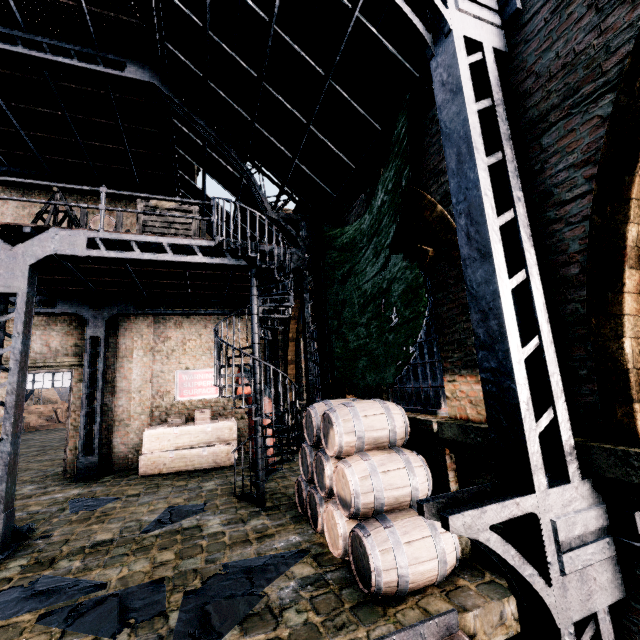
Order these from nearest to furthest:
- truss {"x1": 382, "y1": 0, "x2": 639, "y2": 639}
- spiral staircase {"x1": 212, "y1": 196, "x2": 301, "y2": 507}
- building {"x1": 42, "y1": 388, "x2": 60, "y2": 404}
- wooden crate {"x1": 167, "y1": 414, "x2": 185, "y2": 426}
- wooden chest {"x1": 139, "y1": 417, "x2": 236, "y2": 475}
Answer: truss {"x1": 382, "y1": 0, "x2": 639, "y2": 639} < spiral staircase {"x1": 212, "y1": 196, "x2": 301, "y2": 507} < wooden chest {"x1": 139, "y1": 417, "x2": 236, "y2": 475} < wooden crate {"x1": 167, "y1": 414, "x2": 185, "y2": 426} < building {"x1": 42, "y1": 388, "x2": 60, "y2": 404}

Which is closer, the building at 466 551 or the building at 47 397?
the building at 466 551

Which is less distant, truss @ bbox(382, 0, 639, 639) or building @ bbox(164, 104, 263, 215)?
truss @ bbox(382, 0, 639, 639)

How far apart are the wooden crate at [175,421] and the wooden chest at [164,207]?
6.9m

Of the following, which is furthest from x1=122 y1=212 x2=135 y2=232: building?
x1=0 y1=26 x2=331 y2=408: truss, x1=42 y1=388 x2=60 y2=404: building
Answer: x1=42 y1=388 x2=60 y2=404: building

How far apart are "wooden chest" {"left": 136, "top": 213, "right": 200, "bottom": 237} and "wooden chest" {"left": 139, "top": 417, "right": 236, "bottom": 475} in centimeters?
692cm

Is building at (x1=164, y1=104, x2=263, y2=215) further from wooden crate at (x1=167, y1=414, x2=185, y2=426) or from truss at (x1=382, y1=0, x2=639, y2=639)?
wooden crate at (x1=167, y1=414, x2=185, y2=426)

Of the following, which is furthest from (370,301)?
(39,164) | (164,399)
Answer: (39,164)
